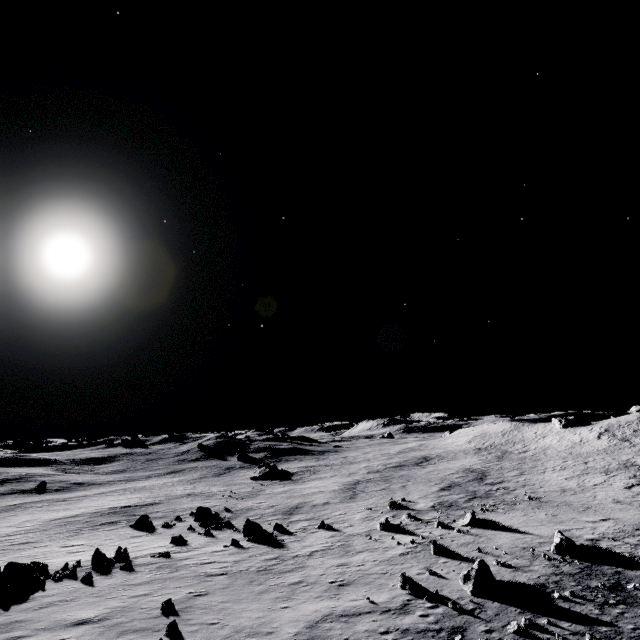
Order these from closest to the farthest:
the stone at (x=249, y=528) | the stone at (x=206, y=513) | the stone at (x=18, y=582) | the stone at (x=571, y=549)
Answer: the stone at (x=18, y=582)
the stone at (x=571, y=549)
the stone at (x=249, y=528)
the stone at (x=206, y=513)

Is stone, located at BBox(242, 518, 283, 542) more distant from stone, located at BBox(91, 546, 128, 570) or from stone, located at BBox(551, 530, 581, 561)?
stone, located at BBox(551, 530, 581, 561)

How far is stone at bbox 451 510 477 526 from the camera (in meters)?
24.55

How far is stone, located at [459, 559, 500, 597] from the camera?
14.34m

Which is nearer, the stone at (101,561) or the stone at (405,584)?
the stone at (405,584)

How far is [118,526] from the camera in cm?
3206

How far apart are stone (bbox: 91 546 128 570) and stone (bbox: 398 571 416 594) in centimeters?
1675cm

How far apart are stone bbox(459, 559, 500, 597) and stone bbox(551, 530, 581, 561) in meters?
6.3
